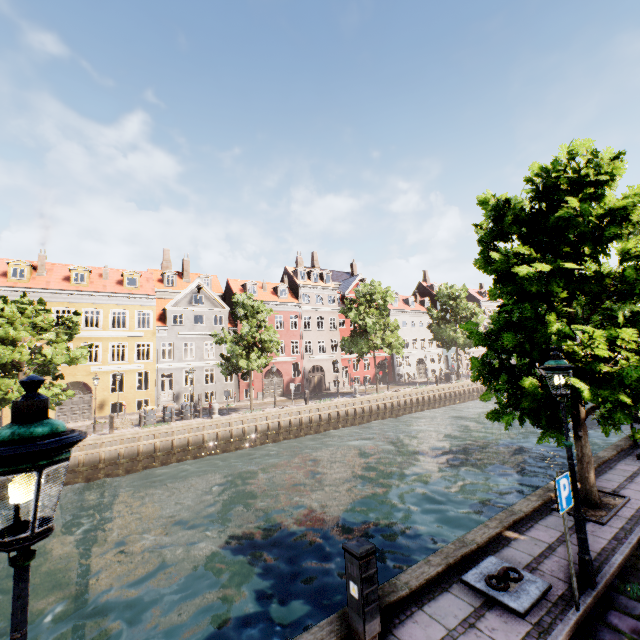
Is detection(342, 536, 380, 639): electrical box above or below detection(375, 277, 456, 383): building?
below

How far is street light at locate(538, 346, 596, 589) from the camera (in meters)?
5.22

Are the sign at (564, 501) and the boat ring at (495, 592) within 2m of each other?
yes

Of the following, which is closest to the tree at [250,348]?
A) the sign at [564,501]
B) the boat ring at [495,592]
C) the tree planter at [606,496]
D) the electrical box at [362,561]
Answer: the tree planter at [606,496]

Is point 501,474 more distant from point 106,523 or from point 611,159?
point 106,523

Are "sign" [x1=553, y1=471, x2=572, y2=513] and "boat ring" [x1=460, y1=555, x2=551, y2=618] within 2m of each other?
yes

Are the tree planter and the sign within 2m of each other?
no

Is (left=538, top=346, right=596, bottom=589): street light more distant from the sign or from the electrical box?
the electrical box
